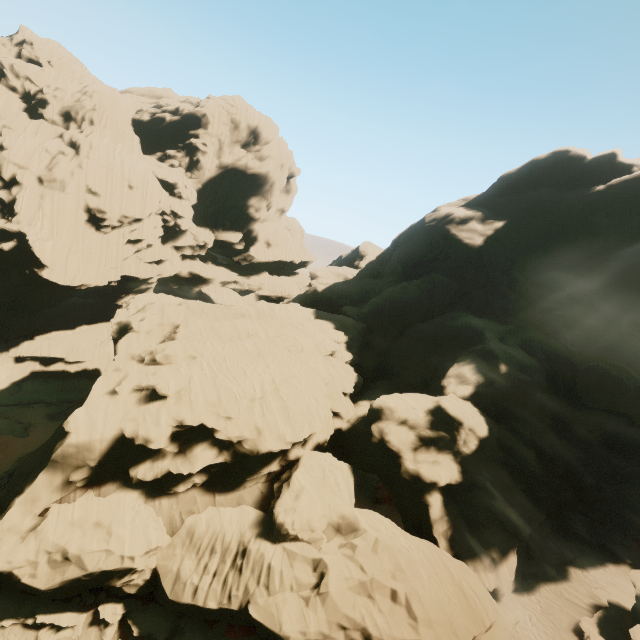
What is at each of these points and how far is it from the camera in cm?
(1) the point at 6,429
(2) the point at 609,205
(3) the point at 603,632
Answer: (1) rock, 3953
(2) rock, 3706
(3) rock, 2014

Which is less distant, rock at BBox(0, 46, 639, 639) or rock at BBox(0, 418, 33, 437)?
rock at BBox(0, 46, 639, 639)

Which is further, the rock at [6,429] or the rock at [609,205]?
the rock at [6,429]

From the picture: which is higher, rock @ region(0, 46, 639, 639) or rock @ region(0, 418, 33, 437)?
rock @ region(0, 46, 639, 639)
